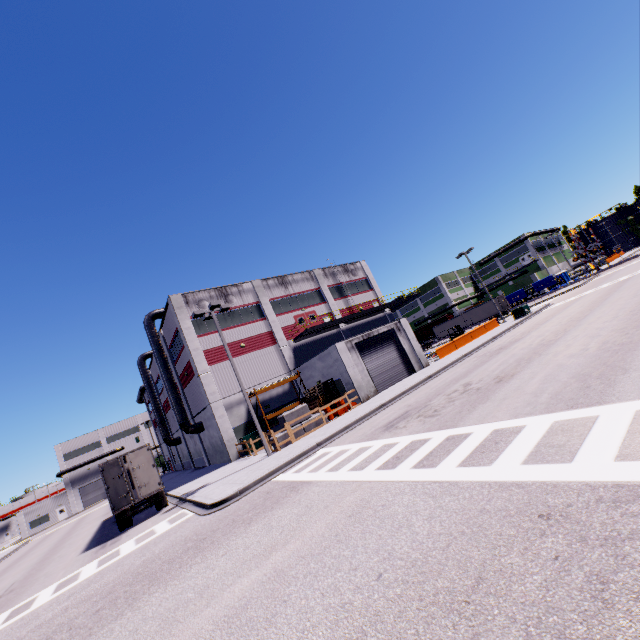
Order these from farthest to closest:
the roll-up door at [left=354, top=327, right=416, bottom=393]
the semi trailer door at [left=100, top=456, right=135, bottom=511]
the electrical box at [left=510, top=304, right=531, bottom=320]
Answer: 1. the electrical box at [left=510, top=304, right=531, bottom=320]
2. the roll-up door at [left=354, top=327, right=416, bottom=393]
3. the semi trailer door at [left=100, top=456, right=135, bottom=511]

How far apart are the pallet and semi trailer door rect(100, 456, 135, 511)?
11.6m

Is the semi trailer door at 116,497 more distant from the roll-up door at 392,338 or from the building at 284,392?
the roll-up door at 392,338

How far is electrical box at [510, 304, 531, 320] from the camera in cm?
3403

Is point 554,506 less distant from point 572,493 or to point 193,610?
point 572,493

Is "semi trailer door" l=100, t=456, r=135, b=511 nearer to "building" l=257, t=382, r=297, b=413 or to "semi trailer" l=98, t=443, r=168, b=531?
"semi trailer" l=98, t=443, r=168, b=531

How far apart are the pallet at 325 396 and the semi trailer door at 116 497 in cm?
1164

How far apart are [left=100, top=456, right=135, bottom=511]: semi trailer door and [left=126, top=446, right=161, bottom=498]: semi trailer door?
0.5 meters
